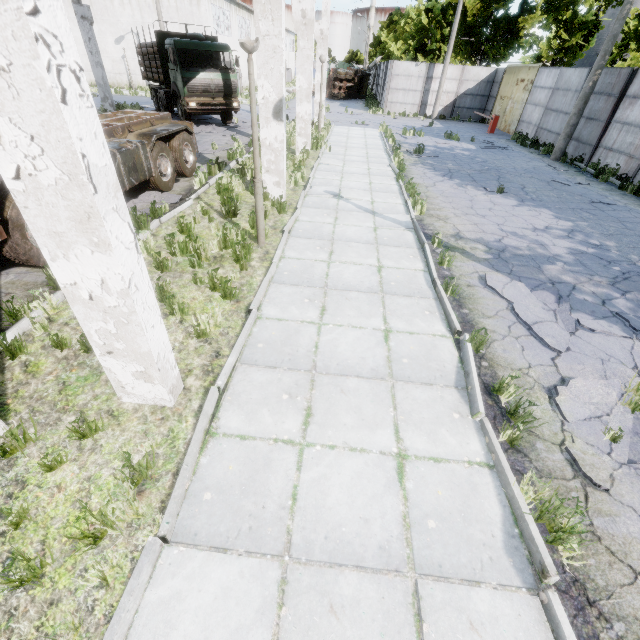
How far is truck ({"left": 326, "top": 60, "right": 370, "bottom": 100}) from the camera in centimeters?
3556cm

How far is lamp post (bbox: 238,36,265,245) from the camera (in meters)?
4.89

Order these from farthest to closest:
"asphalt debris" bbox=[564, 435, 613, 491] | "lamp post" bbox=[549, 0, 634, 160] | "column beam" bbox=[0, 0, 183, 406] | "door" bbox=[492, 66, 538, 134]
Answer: "door" bbox=[492, 66, 538, 134], "lamp post" bbox=[549, 0, 634, 160], "asphalt debris" bbox=[564, 435, 613, 491], "column beam" bbox=[0, 0, 183, 406]

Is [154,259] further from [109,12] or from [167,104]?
[109,12]

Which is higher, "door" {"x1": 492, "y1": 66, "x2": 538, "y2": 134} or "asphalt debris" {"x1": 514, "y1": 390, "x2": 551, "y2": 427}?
"door" {"x1": 492, "y1": 66, "x2": 538, "y2": 134}

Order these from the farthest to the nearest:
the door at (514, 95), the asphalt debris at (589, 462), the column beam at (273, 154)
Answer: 1. the door at (514, 95)
2. the column beam at (273, 154)
3. the asphalt debris at (589, 462)

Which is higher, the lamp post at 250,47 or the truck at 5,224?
the lamp post at 250,47

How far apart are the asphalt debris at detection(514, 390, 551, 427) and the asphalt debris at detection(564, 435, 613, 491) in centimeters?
18cm
